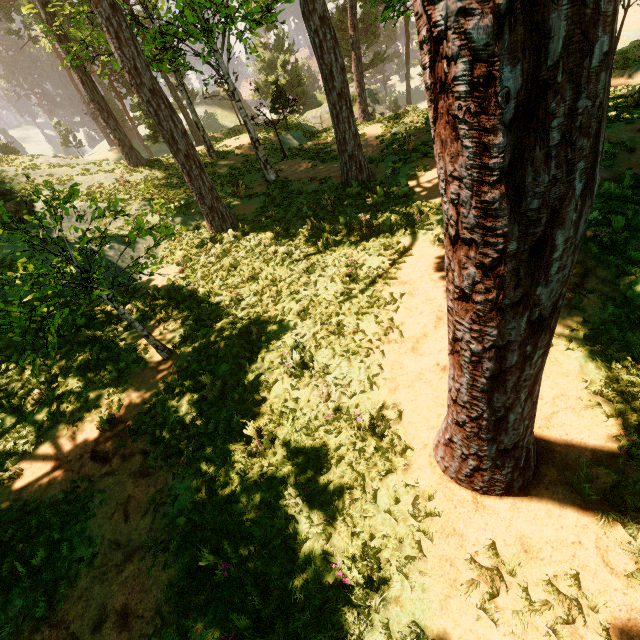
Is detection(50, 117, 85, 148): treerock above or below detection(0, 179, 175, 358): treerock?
below

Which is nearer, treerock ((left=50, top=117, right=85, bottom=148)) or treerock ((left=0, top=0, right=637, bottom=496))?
treerock ((left=0, top=0, right=637, bottom=496))

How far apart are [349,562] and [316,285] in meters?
6.9 m

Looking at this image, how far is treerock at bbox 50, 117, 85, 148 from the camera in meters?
51.7

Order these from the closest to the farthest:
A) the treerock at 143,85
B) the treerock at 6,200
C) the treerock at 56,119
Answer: the treerock at 143,85 → the treerock at 6,200 → the treerock at 56,119

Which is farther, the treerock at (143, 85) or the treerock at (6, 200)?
the treerock at (6, 200)

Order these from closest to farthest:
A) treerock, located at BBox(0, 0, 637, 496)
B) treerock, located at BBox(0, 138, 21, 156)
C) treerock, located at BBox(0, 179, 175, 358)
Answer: treerock, located at BBox(0, 0, 637, 496) → treerock, located at BBox(0, 179, 175, 358) → treerock, located at BBox(0, 138, 21, 156)
